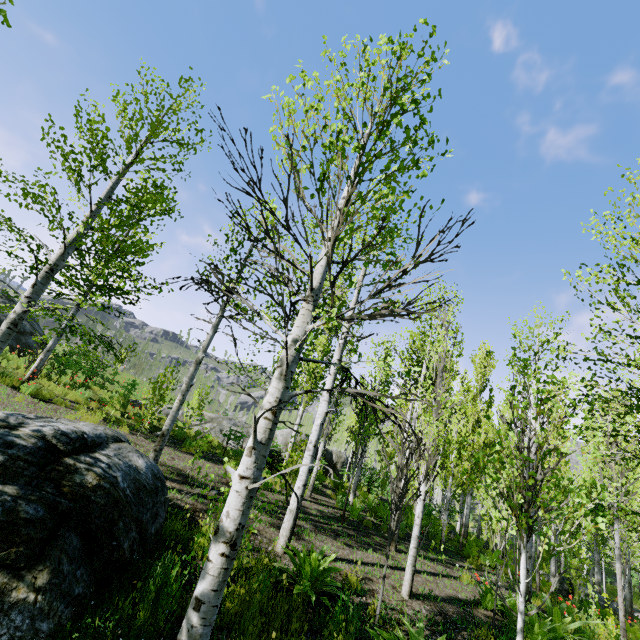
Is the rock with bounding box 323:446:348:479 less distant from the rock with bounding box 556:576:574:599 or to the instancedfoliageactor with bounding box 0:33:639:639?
the instancedfoliageactor with bounding box 0:33:639:639

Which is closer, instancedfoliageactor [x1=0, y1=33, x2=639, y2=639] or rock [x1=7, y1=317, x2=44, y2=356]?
instancedfoliageactor [x1=0, y1=33, x2=639, y2=639]

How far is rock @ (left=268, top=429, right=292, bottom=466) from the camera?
14.5m

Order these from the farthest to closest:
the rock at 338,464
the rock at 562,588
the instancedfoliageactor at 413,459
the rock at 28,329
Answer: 1. the rock at 338,464
2. the rock at 28,329
3. the rock at 562,588
4. the instancedfoliageactor at 413,459

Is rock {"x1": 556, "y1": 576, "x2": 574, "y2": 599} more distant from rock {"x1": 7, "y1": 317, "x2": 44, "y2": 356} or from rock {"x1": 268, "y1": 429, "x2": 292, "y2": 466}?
rock {"x1": 7, "y1": 317, "x2": 44, "y2": 356}

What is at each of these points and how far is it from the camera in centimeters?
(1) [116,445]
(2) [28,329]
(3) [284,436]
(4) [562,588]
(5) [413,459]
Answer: (1) rock, 494cm
(2) rock, 1603cm
(3) rock, 1934cm
(4) rock, 1359cm
(5) instancedfoliageactor, 718cm

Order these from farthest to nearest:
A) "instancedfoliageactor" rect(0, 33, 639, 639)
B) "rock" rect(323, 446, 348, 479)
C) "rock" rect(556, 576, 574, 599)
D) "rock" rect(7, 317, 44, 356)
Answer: "rock" rect(323, 446, 348, 479)
"rock" rect(7, 317, 44, 356)
"rock" rect(556, 576, 574, 599)
"instancedfoliageactor" rect(0, 33, 639, 639)

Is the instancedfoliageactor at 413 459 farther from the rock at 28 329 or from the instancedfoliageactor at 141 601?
the rock at 28 329
